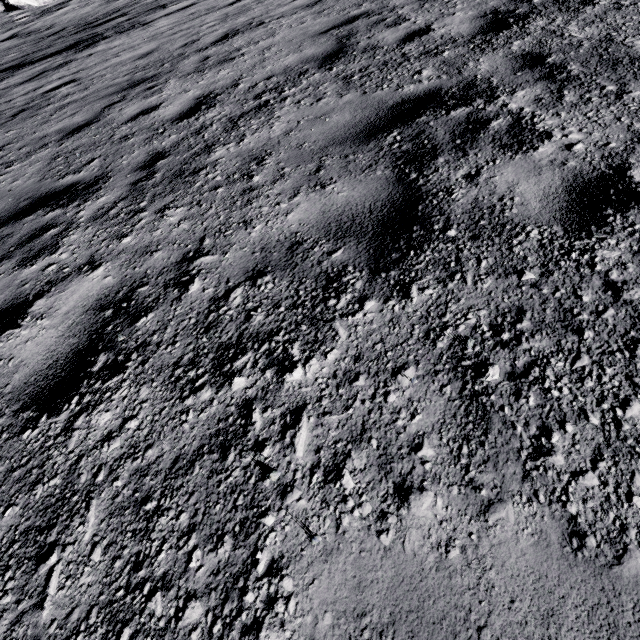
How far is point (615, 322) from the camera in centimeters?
142cm
